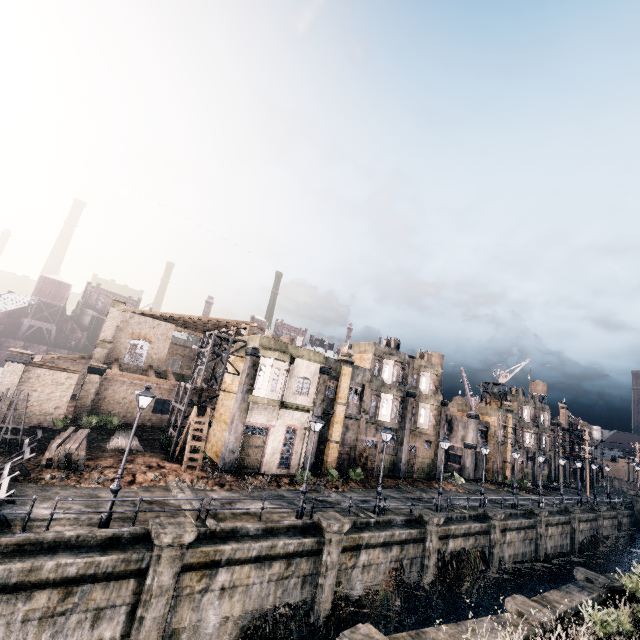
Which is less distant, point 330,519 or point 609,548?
point 330,519

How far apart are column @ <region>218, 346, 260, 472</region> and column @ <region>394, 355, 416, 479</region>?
19.41m

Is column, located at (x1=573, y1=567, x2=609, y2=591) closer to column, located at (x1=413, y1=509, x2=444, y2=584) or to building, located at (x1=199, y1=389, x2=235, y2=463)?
column, located at (x1=413, y1=509, x2=444, y2=584)

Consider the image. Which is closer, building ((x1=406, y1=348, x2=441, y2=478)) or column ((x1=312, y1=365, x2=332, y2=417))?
column ((x1=312, y1=365, x2=332, y2=417))

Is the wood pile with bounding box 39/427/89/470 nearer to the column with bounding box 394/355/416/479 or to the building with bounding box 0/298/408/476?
the building with bounding box 0/298/408/476

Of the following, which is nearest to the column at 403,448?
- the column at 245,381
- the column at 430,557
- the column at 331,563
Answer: the column at 430,557

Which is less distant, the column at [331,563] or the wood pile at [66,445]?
the column at [331,563]

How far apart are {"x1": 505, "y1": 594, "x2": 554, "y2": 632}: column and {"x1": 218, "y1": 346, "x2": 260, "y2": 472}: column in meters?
17.8 m
